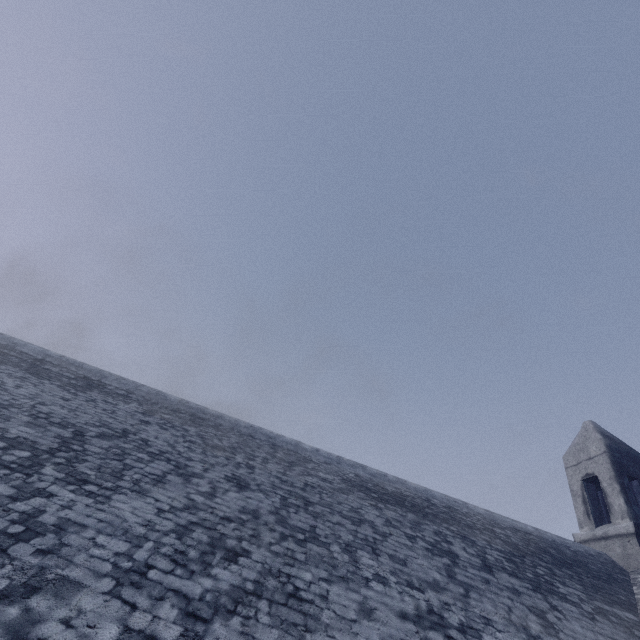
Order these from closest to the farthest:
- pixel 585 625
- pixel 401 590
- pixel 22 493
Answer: pixel 22 493 → pixel 401 590 → pixel 585 625
